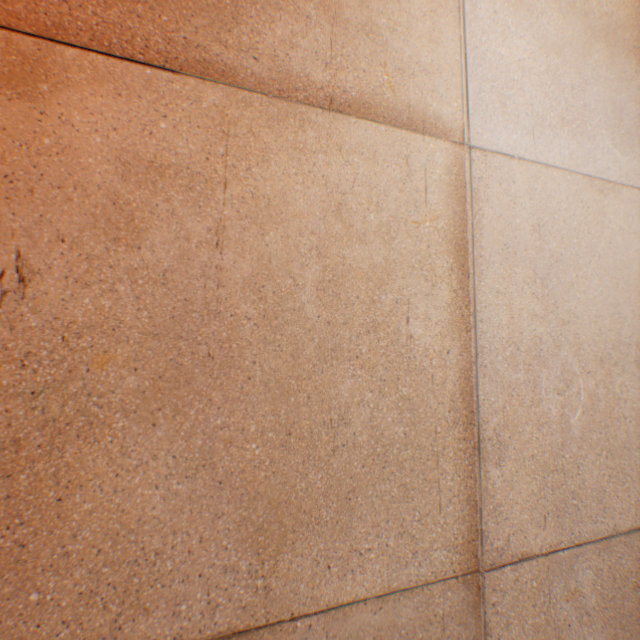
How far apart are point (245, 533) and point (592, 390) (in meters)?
1.40
